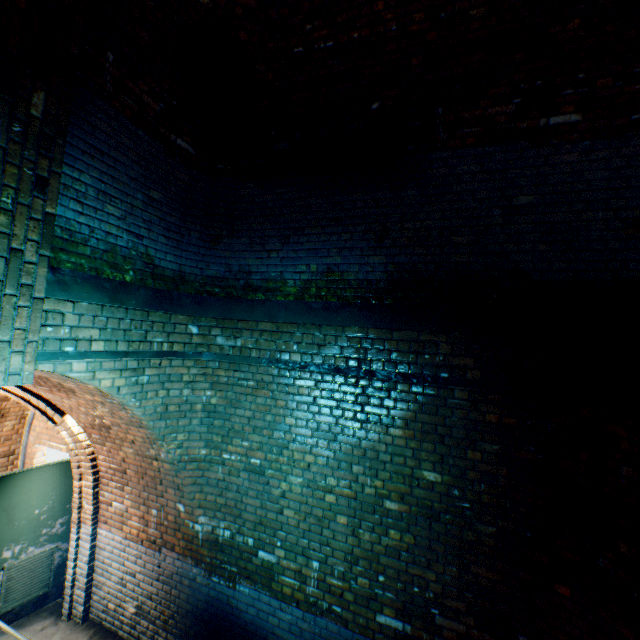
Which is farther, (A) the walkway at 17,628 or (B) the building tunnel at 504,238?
(A) the walkway at 17,628

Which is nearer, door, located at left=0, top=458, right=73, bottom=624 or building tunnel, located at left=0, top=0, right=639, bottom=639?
building tunnel, located at left=0, top=0, right=639, bottom=639

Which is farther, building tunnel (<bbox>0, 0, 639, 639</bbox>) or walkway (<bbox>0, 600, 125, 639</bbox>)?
walkway (<bbox>0, 600, 125, 639</bbox>)

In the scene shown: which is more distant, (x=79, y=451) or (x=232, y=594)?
(x=79, y=451)

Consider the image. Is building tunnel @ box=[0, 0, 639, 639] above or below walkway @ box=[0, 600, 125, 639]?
above

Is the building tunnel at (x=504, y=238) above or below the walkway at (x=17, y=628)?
above
